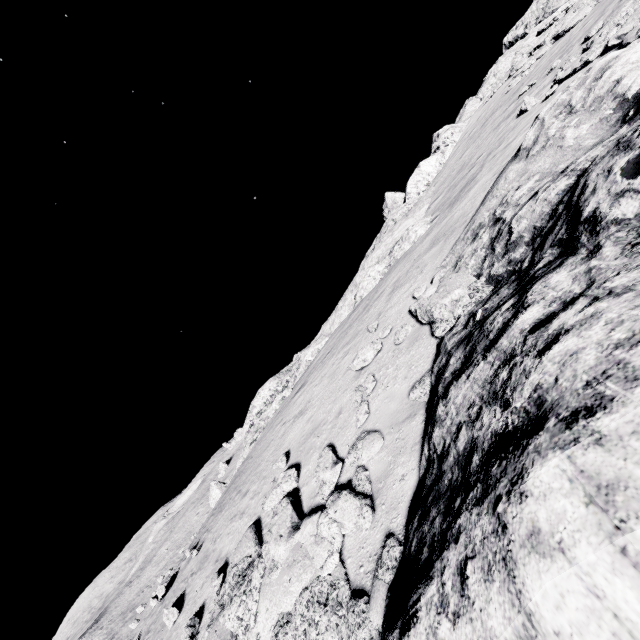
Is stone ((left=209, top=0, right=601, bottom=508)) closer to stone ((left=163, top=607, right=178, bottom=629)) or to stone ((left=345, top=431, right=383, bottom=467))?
stone ((left=345, top=431, right=383, bottom=467))

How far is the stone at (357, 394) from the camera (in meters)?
7.70

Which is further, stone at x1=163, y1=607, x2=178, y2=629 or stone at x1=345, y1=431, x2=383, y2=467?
stone at x1=163, y1=607, x2=178, y2=629

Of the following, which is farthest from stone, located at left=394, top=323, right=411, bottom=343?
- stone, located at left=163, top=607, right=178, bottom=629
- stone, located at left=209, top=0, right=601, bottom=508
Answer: stone, located at left=163, top=607, right=178, bottom=629

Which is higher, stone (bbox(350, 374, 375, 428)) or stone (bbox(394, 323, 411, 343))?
stone (bbox(394, 323, 411, 343))

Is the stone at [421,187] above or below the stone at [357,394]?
above

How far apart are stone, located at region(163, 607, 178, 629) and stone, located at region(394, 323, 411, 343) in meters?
9.9

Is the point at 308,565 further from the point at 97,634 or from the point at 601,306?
the point at 97,634
